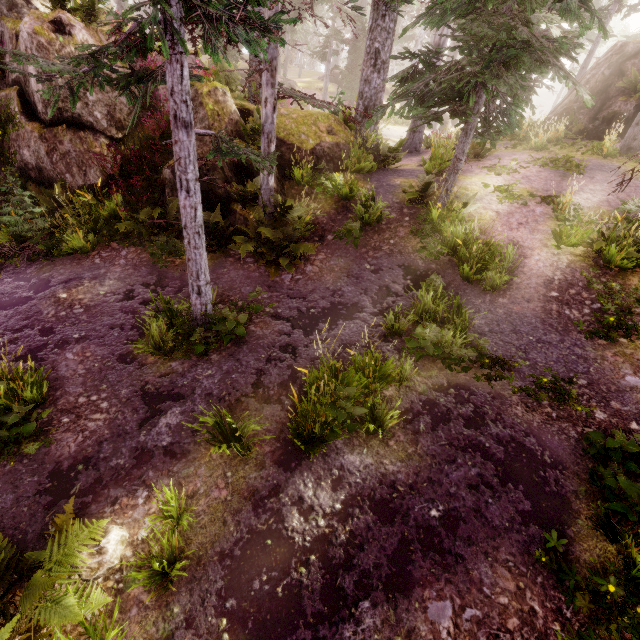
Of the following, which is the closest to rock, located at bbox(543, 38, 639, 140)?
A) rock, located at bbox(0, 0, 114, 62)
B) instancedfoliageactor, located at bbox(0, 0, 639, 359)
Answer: instancedfoliageactor, located at bbox(0, 0, 639, 359)

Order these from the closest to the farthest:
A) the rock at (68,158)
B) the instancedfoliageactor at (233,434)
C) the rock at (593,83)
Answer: the instancedfoliageactor at (233,434), the rock at (68,158), the rock at (593,83)

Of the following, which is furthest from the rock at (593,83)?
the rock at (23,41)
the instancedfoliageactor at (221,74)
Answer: the rock at (23,41)

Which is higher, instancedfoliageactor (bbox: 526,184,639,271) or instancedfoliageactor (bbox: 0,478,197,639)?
instancedfoliageactor (bbox: 526,184,639,271)

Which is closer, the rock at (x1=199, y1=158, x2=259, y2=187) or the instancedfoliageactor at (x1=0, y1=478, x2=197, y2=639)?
the instancedfoliageactor at (x1=0, y1=478, x2=197, y2=639)

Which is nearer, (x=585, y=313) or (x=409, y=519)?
(x=409, y=519)

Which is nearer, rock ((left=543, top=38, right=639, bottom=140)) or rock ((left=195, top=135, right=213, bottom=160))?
rock ((left=195, top=135, right=213, bottom=160))
